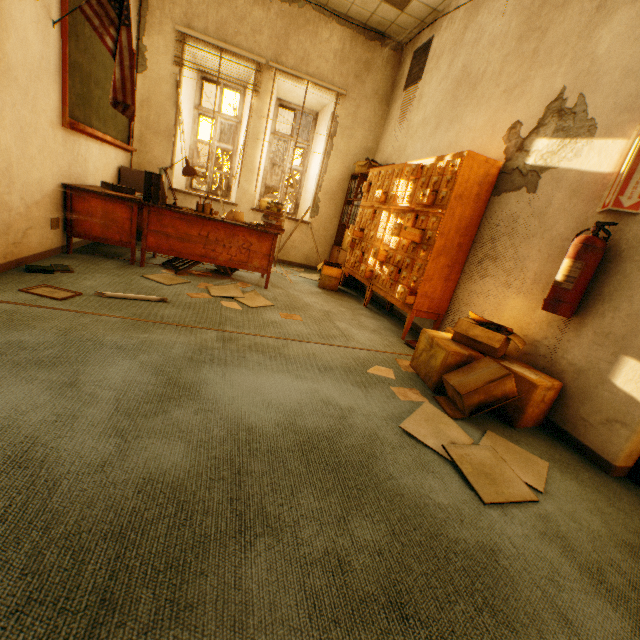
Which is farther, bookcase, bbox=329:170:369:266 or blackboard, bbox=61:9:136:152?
bookcase, bbox=329:170:369:266

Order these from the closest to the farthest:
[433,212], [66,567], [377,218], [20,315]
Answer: [66,567]
[20,315]
[433,212]
[377,218]

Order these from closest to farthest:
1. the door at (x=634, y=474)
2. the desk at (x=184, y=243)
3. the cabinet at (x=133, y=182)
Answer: the door at (x=634, y=474) < the desk at (x=184, y=243) < the cabinet at (x=133, y=182)

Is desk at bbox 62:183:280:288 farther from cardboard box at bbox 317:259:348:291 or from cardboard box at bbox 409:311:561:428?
cardboard box at bbox 409:311:561:428

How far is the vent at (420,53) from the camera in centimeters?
458cm

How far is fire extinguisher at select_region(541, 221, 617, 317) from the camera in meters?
2.0 m

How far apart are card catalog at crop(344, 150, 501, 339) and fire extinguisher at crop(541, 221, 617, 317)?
1.1m

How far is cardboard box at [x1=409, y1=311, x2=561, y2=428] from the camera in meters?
2.0 m
